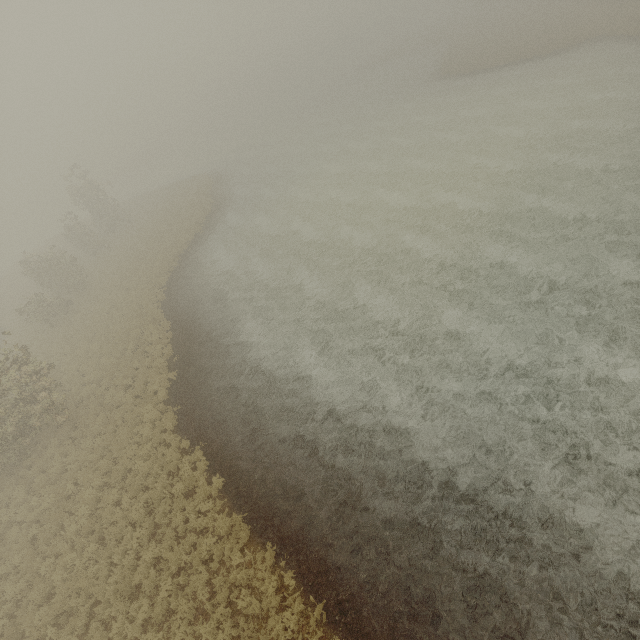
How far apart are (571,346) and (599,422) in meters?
3.1 m
